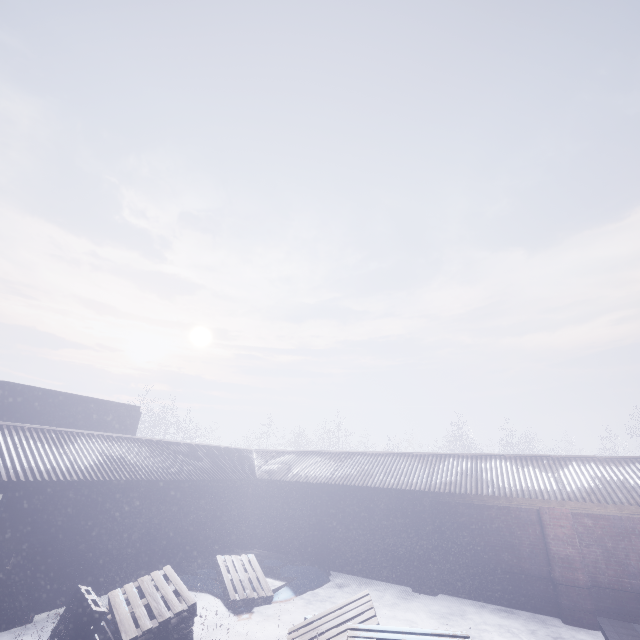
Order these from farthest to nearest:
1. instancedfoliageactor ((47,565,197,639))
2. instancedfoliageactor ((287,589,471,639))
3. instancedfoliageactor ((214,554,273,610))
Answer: instancedfoliageactor ((214,554,273,610))
instancedfoliageactor ((47,565,197,639))
instancedfoliageactor ((287,589,471,639))

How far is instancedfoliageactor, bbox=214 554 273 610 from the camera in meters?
6.8

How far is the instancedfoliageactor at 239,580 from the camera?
6.8 meters

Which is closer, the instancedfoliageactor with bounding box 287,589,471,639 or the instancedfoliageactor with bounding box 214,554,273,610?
the instancedfoliageactor with bounding box 287,589,471,639

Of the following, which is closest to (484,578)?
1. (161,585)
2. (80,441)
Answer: (161,585)

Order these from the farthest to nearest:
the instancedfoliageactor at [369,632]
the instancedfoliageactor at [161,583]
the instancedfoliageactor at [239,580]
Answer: the instancedfoliageactor at [239,580] < the instancedfoliageactor at [161,583] < the instancedfoliageactor at [369,632]
